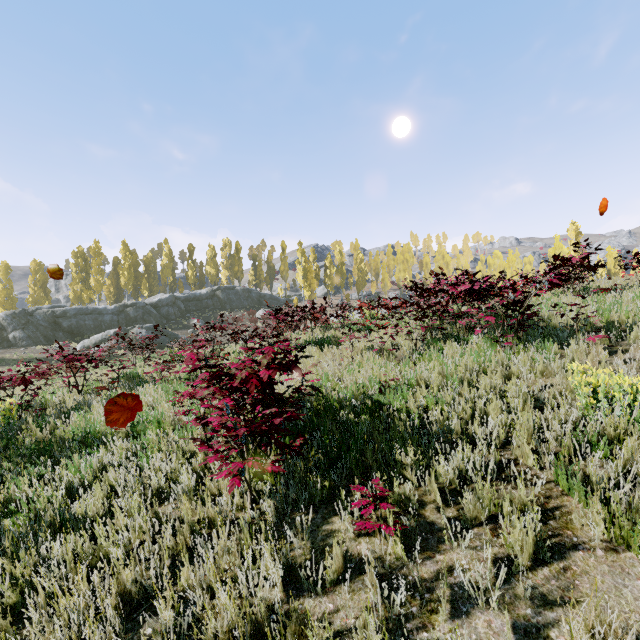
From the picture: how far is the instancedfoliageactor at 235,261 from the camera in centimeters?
5700cm

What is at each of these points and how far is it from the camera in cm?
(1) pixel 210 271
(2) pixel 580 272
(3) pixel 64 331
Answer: (1) instancedfoliageactor, 5347
(2) instancedfoliageactor, 1658
(3) rock, 3095

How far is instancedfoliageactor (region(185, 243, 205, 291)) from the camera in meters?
52.5 m

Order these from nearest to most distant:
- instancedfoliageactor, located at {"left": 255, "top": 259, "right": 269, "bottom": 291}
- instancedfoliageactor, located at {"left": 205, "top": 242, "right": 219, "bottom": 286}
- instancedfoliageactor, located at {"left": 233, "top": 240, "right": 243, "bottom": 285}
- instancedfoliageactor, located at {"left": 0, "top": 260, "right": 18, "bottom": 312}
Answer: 1. instancedfoliageactor, located at {"left": 0, "top": 260, "right": 18, "bottom": 312}
2. instancedfoliageactor, located at {"left": 205, "top": 242, "right": 219, "bottom": 286}
3. instancedfoliageactor, located at {"left": 255, "top": 259, "right": 269, "bottom": 291}
4. instancedfoliageactor, located at {"left": 233, "top": 240, "right": 243, "bottom": 285}

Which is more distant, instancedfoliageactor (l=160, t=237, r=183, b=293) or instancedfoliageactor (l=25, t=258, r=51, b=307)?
instancedfoliageactor (l=160, t=237, r=183, b=293)

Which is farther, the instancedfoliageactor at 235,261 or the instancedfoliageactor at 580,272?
the instancedfoliageactor at 235,261

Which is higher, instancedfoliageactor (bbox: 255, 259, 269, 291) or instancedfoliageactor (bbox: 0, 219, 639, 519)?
instancedfoliageactor (bbox: 255, 259, 269, 291)
